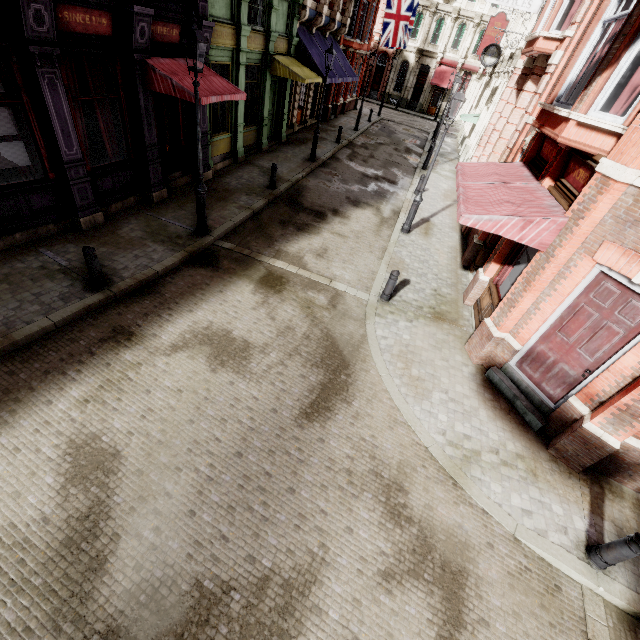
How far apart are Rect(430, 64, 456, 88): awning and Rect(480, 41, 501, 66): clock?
23.75m

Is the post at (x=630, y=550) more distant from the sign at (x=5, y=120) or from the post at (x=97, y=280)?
the sign at (x=5, y=120)

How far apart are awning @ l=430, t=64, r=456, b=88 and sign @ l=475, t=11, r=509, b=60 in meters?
18.7 m

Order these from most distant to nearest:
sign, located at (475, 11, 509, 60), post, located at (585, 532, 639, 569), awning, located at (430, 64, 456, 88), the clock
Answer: awning, located at (430, 64, 456, 88), sign, located at (475, 11, 509, 60), the clock, post, located at (585, 532, 639, 569)

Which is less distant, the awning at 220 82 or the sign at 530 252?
the sign at 530 252

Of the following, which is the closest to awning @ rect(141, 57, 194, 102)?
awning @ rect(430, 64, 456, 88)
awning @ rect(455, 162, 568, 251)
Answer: awning @ rect(455, 162, 568, 251)

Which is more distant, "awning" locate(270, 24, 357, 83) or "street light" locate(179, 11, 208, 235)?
"awning" locate(270, 24, 357, 83)

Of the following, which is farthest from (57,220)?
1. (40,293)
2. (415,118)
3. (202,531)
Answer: (415,118)
